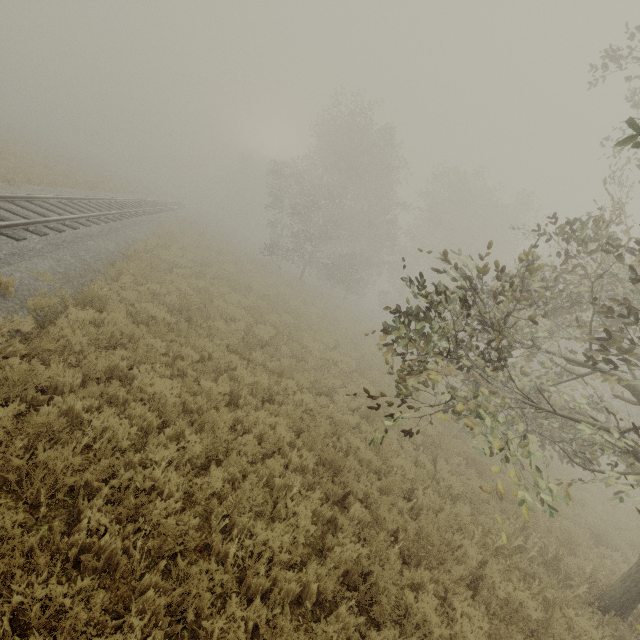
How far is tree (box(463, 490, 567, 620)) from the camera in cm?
524

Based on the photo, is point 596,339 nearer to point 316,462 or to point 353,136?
point 316,462

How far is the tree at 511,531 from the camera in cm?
524
